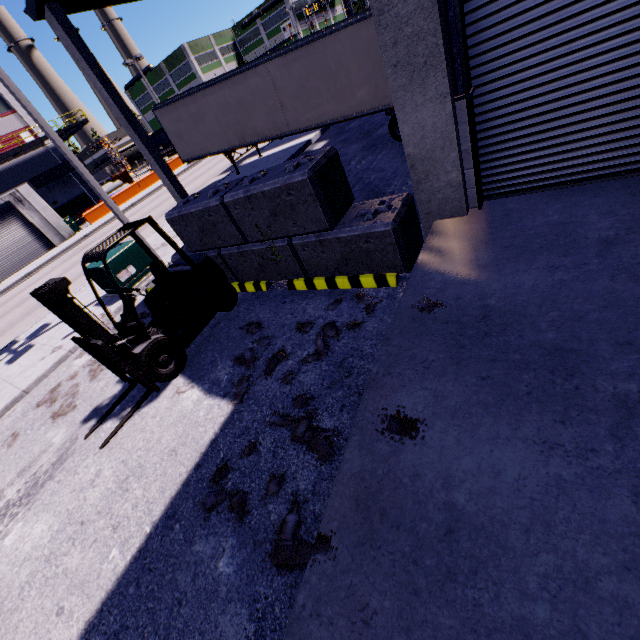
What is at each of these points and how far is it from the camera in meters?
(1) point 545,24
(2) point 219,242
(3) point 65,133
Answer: (1) roll-up door, 3.4
(2) concrete block, 6.6
(3) balcony, 34.4

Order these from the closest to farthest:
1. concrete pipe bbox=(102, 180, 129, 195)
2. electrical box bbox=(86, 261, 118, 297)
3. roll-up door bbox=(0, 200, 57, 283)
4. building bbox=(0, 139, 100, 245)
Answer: electrical box bbox=(86, 261, 118, 297) → roll-up door bbox=(0, 200, 57, 283) → building bbox=(0, 139, 100, 245) → concrete pipe bbox=(102, 180, 129, 195)

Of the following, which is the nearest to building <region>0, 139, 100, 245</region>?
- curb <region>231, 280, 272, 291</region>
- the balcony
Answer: the balcony

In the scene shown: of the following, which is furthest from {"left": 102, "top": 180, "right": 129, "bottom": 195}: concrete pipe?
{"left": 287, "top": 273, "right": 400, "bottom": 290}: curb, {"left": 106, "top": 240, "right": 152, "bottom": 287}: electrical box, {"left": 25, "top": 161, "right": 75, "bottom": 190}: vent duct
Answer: {"left": 287, "top": 273, "right": 400, "bottom": 290}: curb

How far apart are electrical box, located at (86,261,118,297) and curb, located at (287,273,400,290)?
6.06m

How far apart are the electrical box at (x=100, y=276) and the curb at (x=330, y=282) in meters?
6.1 m

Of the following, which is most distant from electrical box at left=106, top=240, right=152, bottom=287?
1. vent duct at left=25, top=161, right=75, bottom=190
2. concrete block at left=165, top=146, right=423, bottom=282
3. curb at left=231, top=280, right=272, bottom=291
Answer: vent duct at left=25, top=161, right=75, bottom=190

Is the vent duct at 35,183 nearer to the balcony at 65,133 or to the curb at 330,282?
the balcony at 65,133
